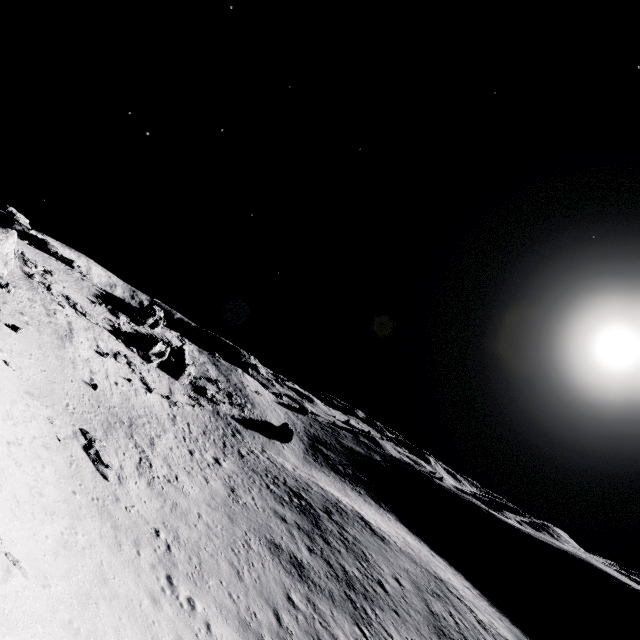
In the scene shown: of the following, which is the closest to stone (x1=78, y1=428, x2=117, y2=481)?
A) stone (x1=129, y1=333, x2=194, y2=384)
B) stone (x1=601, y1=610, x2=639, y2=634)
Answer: stone (x1=129, y1=333, x2=194, y2=384)

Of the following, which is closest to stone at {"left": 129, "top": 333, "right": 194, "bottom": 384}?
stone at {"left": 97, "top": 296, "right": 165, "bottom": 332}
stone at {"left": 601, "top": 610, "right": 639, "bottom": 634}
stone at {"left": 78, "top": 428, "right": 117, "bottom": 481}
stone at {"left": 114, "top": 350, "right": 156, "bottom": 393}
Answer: stone at {"left": 114, "top": 350, "right": 156, "bottom": 393}

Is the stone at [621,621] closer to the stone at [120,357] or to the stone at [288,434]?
the stone at [288,434]

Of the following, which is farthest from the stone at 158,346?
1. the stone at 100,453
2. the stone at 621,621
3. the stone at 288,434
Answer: the stone at 621,621

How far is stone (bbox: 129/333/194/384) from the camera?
38.62m

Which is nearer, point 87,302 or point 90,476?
point 90,476

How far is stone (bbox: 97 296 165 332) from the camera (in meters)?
41.09

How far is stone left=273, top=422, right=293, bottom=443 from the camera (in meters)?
52.28
